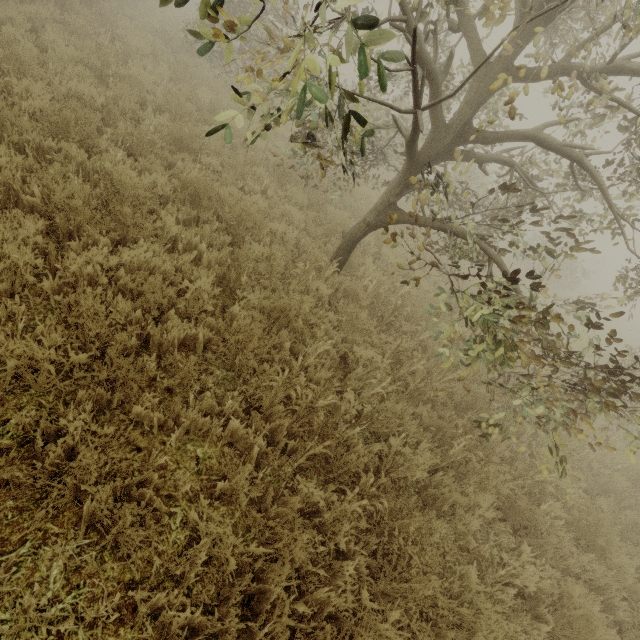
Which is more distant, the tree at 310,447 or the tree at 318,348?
the tree at 318,348

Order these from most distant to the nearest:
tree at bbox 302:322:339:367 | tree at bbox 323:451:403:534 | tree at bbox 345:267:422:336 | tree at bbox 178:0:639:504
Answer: tree at bbox 345:267:422:336 → tree at bbox 302:322:339:367 → tree at bbox 323:451:403:534 → tree at bbox 178:0:639:504

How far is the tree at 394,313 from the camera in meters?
5.4

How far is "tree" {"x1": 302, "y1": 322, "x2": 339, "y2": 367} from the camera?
3.95m

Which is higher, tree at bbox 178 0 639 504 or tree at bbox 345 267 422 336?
tree at bbox 178 0 639 504

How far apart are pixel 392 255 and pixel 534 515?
5.9 meters
